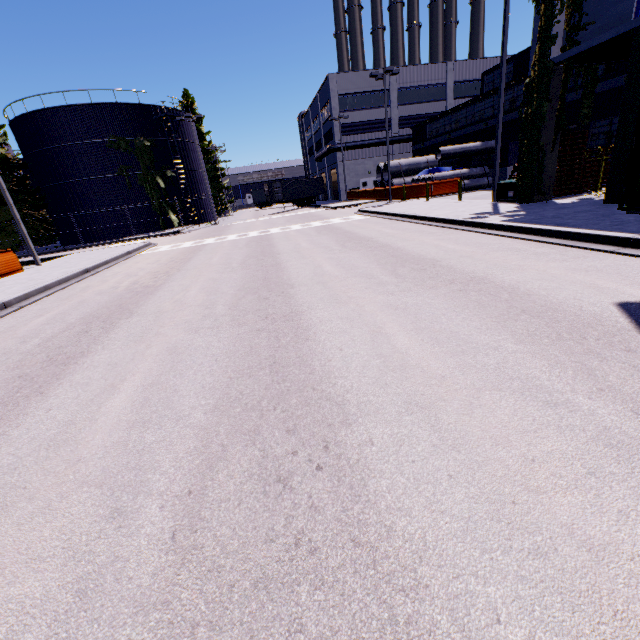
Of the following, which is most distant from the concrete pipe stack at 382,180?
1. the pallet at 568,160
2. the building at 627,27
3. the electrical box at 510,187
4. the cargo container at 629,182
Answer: the cargo container at 629,182

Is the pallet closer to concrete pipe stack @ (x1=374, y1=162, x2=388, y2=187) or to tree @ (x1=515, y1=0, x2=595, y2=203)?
tree @ (x1=515, y1=0, x2=595, y2=203)

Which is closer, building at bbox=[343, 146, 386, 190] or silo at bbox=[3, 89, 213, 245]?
silo at bbox=[3, 89, 213, 245]

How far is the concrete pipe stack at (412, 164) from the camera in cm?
2881

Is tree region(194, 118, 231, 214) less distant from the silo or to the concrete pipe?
the silo

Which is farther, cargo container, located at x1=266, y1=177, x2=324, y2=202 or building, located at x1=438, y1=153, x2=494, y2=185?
cargo container, located at x1=266, y1=177, x2=324, y2=202

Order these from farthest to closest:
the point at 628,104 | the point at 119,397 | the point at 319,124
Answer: the point at 319,124 → the point at 628,104 → the point at 119,397

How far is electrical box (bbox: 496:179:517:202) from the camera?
15.1m
